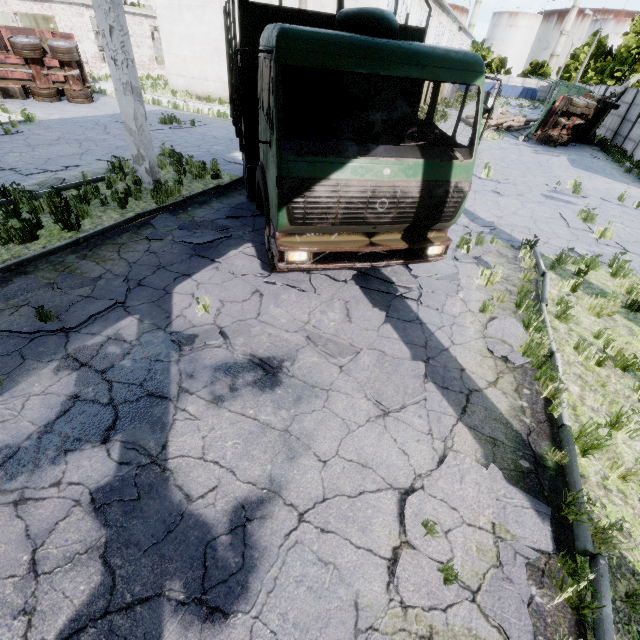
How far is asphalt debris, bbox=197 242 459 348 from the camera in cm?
539

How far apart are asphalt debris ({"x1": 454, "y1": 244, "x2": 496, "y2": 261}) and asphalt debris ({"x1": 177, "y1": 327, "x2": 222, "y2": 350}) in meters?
4.7 m

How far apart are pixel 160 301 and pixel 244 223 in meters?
3.5 m

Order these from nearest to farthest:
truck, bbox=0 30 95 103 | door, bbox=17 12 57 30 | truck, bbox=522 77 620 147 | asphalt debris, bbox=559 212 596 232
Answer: asphalt debris, bbox=559 212 596 232 → truck, bbox=0 30 95 103 → truck, bbox=522 77 620 147 → door, bbox=17 12 57 30

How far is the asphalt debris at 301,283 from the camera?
5.4 meters

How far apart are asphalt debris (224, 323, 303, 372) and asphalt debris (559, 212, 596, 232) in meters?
9.8 m

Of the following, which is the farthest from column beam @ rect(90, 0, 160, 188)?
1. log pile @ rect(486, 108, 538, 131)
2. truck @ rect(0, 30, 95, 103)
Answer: Answer: log pile @ rect(486, 108, 538, 131)

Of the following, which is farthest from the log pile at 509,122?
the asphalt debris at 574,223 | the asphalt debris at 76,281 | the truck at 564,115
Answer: the asphalt debris at 76,281
